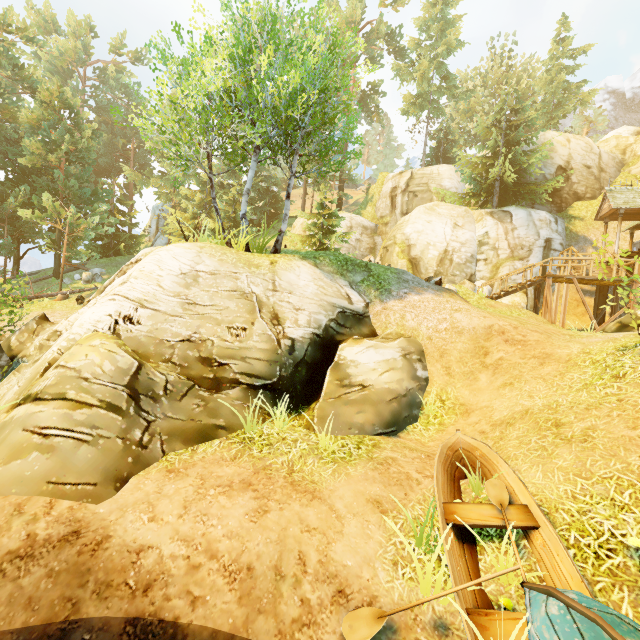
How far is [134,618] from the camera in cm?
382

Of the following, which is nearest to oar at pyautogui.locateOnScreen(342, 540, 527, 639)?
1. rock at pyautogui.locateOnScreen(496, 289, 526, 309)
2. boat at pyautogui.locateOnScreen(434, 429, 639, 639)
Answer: boat at pyautogui.locateOnScreen(434, 429, 639, 639)

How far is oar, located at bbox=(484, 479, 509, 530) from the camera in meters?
4.7 m

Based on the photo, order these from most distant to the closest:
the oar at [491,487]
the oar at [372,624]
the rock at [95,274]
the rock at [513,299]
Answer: the rock at [95,274] → the rock at [513,299] → the oar at [491,487] → the oar at [372,624]

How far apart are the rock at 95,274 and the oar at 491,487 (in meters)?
27.76

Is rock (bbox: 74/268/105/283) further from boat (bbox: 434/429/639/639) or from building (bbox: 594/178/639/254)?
building (bbox: 594/178/639/254)

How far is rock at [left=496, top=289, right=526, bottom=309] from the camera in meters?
20.9

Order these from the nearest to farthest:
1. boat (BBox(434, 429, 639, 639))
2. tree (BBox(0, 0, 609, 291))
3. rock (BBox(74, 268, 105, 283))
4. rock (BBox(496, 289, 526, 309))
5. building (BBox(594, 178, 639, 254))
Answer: boat (BBox(434, 429, 639, 639))
tree (BBox(0, 0, 609, 291))
building (BBox(594, 178, 639, 254))
rock (BBox(496, 289, 526, 309))
rock (BBox(74, 268, 105, 283))
